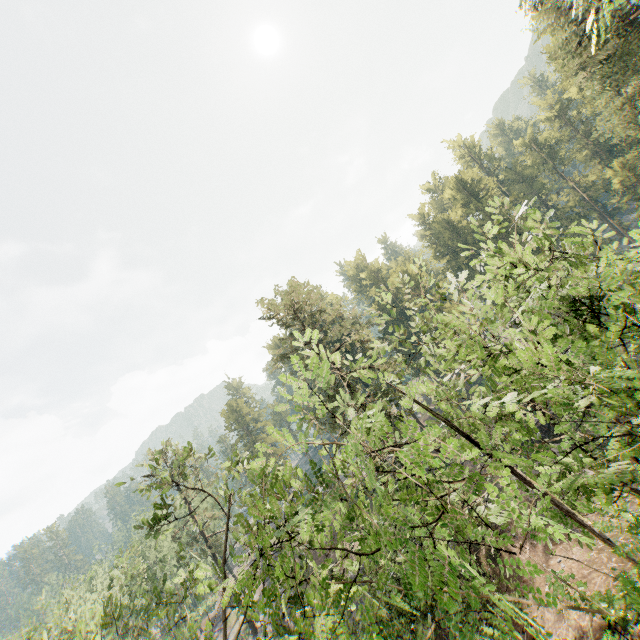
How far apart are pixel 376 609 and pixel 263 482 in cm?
402
